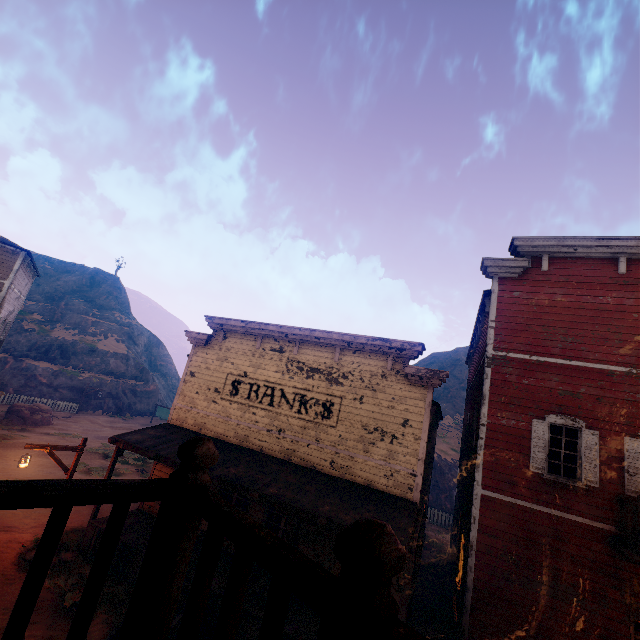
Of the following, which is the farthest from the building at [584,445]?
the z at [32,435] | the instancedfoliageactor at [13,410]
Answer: the instancedfoliageactor at [13,410]

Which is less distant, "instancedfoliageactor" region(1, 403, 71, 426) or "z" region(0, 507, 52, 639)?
"z" region(0, 507, 52, 639)

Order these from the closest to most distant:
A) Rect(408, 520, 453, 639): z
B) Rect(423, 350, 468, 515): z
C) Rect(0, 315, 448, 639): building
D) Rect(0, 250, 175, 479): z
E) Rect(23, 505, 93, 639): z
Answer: Rect(0, 315, 448, 639): building < Rect(23, 505, 93, 639): z < Rect(408, 520, 453, 639): z < Rect(0, 250, 175, 479): z < Rect(423, 350, 468, 515): z

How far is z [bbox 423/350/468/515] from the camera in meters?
26.5

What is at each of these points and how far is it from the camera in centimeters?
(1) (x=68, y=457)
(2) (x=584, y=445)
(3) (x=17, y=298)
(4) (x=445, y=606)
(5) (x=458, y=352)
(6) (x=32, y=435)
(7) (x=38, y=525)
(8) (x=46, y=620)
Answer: (1) z, 1942cm
(2) building, 844cm
(3) building, 2247cm
(4) z, 1246cm
(5) z, 5978cm
(6) z, 2173cm
(7) z, 1155cm
(8) z, 770cm

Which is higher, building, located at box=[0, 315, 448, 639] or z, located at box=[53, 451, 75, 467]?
building, located at box=[0, 315, 448, 639]
